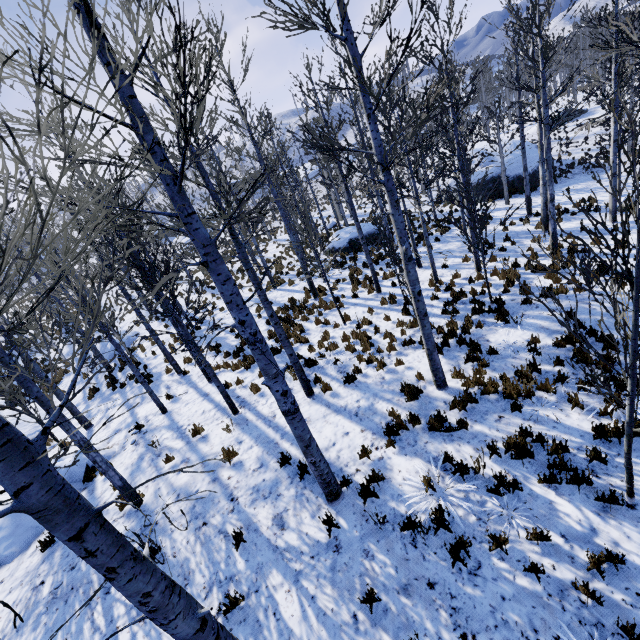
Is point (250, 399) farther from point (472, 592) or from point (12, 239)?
point (12, 239)

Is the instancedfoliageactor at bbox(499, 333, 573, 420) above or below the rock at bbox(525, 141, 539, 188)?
above

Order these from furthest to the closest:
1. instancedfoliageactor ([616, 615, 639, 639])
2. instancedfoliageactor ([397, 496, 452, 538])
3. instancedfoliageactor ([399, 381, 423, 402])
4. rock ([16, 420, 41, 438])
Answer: rock ([16, 420, 41, 438]) → instancedfoliageactor ([399, 381, 423, 402]) → instancedfoliageactor ([397, 496, 452, 538]) → instancedfoliageactor ([616, 615, 639, 639])

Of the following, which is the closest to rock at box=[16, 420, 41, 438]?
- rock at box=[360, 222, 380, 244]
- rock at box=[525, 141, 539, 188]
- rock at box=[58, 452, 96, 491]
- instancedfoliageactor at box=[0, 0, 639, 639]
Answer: instancedfoliageactor at box=[0, 0, 639, 639]

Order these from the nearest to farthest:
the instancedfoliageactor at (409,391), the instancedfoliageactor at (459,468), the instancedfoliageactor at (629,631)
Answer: the instancedfoliageactor at (629,631) → the instancedfoliageactor at (459,468) → the instancedfoliageactor at (409,391)

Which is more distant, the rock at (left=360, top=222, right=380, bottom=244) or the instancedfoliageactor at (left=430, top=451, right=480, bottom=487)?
the rock at (left=360, top=222, right=380, bottom=244)

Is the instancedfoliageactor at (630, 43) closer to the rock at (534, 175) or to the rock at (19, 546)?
the rock at (19, 546)

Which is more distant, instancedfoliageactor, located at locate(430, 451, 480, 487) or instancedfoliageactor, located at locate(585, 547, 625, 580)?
instancedfoliageactor, located at locate(430, 451, 480, 487)
